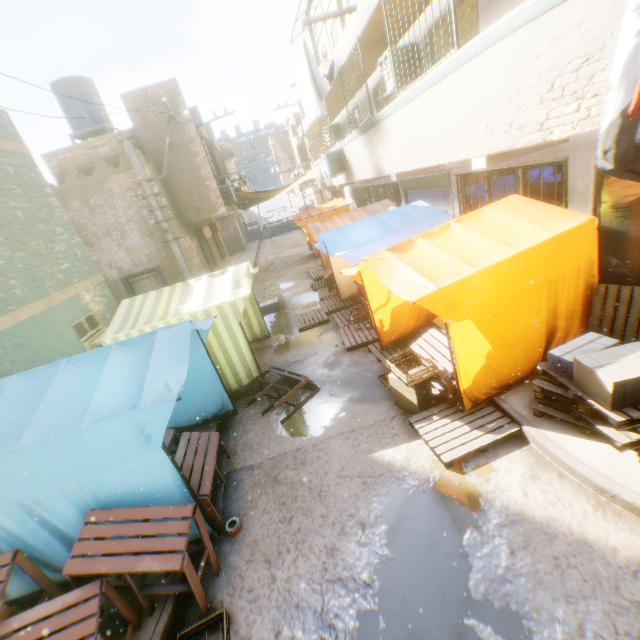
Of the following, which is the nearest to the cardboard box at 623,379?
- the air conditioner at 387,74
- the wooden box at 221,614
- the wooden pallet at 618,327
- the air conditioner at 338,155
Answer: the wooden pallet at 618,327

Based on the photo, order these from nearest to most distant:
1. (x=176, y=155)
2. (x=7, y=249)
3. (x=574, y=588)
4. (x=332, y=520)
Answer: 1. (x=574, y=588)
2. (x=332, y=520)
3. (x=7, y=249)
4. (x=176, y=155)

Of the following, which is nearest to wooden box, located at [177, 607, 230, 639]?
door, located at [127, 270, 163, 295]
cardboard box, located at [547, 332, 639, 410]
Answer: cardboard box, located at [547, 332, 639, 410]

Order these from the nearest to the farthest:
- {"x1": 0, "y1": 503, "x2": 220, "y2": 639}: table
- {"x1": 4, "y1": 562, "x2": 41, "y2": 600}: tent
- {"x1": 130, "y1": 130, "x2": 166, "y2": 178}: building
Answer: {"x1": 0, "y1": 503, "x2": 220, "y2": 639}: table, {"x1": 4, "y1": 562, "x2": 41, "y2": 600}: tent, {"x1": 130, "y1": 130, "x2": 166, "y2": 178}: building

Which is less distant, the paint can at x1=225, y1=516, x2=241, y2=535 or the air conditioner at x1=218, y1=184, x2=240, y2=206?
the paint can at x1=225, y1=516, x2=241, y2=535

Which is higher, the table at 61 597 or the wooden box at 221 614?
the table at 61 597

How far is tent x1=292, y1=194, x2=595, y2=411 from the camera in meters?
4.4 m

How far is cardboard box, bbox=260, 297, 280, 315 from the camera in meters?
12.1
